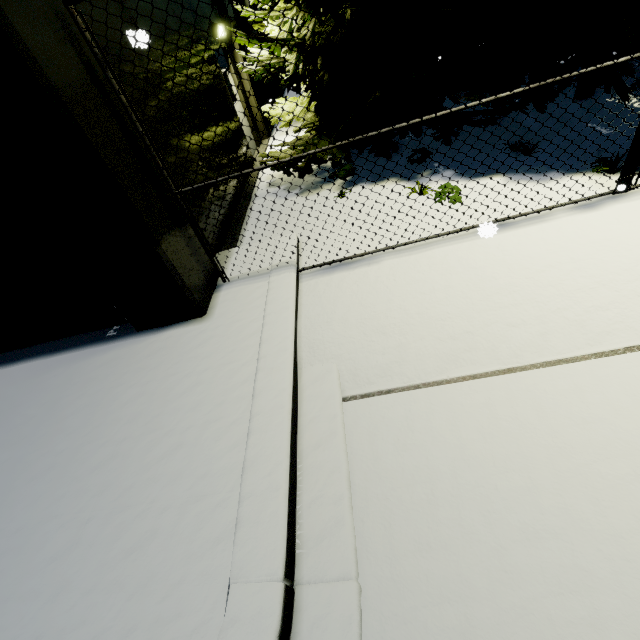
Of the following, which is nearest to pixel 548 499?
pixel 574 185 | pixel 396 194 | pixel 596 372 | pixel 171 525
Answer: pixel 596 372
